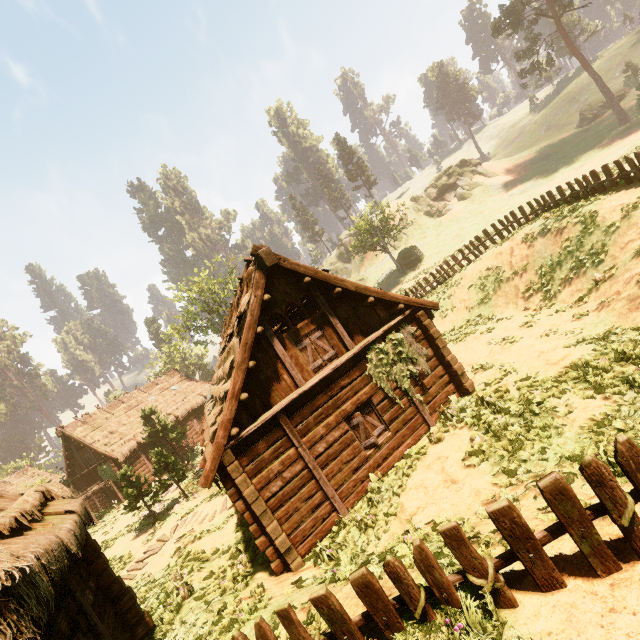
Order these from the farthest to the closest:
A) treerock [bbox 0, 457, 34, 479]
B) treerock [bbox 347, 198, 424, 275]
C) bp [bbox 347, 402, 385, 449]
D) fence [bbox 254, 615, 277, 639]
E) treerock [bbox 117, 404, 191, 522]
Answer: treerock [bbox 0, 457, 34, 479], treerock [bbox 347, 198, 424, 275], treerock [bbox 117, 404, 191, 522], bp [bbox 347, 402, 385, 449], fence [bbox 254, 615, 277, 639]

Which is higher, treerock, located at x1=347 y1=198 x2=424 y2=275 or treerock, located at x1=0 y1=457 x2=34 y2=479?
treerock, located at x1=0 y1=457 x2=34 y2=479

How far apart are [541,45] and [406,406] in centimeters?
5124cm

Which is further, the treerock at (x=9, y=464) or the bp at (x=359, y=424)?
the treerock at (x=9, y=464)

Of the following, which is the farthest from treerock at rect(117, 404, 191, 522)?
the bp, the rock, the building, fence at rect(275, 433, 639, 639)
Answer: the bp

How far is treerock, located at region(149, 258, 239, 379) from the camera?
35.50m

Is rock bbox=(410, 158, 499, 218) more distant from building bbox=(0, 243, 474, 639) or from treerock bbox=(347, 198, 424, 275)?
building bbox=(0, 243, 474, 639)

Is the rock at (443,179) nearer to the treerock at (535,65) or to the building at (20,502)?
the treerock at (535,65)
